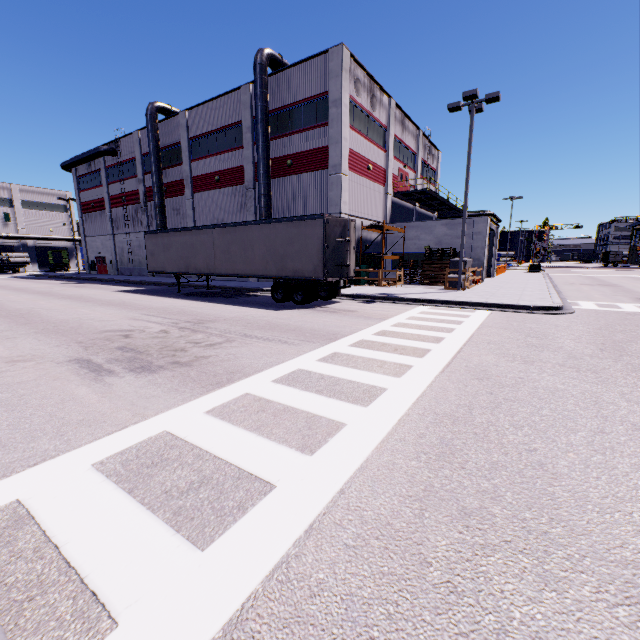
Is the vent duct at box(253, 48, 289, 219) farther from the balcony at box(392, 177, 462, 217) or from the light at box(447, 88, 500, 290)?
the balcony at box(392, 177, 462, 217)

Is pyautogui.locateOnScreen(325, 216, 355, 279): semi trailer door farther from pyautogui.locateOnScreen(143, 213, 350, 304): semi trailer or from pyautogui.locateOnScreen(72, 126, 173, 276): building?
pyautogui.locateOnScreen(72, 126, 173, 276): building

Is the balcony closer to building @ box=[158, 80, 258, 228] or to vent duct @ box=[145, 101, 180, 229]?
building @ box=[158, 80, 258, 228]

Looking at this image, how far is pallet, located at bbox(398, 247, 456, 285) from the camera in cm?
2388

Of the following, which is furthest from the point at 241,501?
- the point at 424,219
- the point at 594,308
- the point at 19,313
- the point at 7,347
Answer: the point at 424,219

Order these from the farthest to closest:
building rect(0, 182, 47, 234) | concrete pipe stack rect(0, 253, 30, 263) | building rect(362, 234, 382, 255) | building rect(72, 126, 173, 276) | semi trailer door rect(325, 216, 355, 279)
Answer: building rect(0, 182, 47, 234), concrete pipe stack rect(0, 253, 30, 263), building rect(72, 126, 173, 276), building rect(362, 234, 382, 255), semi trailer door rect(325, 216, 355, 279)

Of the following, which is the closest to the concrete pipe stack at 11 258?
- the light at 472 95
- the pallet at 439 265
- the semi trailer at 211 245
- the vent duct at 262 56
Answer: the vent duct at 262 56

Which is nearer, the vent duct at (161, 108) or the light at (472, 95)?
the light at (472, 95)
